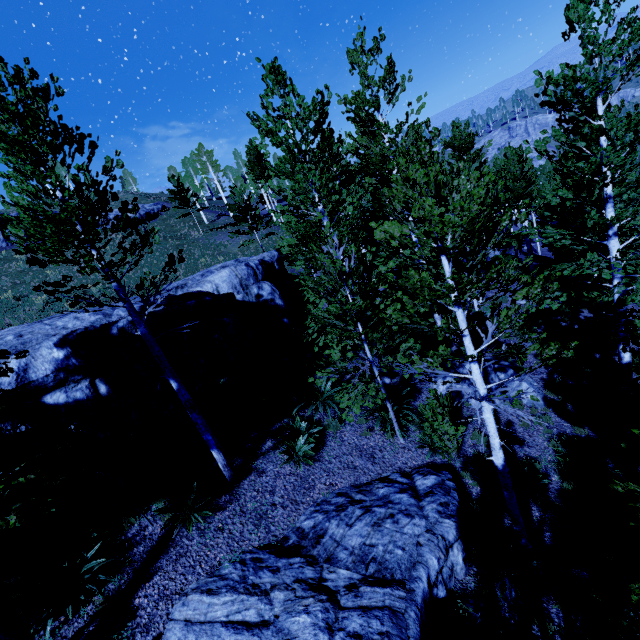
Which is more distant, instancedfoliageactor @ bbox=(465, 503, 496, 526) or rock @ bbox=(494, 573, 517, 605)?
instancedfoliageactor @ bbox=(465, 503, 496, 526)

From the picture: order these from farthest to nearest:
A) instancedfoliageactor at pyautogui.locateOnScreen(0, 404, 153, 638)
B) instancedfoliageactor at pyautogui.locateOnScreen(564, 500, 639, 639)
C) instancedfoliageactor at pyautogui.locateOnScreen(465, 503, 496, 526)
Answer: instancedfoliageactor at pyautogui.locateOnScreen(465, 503, 496, 526) < instancedfoliageactor at pyautogui.locateOnScreen(564, 500, 639, 639) < instancedfoliageactor at pyautogui.locateOnScreen(0, 404, 153, 638)

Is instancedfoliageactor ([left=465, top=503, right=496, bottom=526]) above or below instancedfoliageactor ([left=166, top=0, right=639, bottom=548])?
below

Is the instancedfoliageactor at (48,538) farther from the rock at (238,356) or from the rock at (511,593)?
the rock at (511,593)

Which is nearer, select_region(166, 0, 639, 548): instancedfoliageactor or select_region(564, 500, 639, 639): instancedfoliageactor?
select_region(166, 0, 639, 548): instancedfoliageactor

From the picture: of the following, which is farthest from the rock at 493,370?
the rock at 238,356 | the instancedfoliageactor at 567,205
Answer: the rock at 238,356

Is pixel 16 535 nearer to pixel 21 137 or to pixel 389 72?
pixel 21 137
